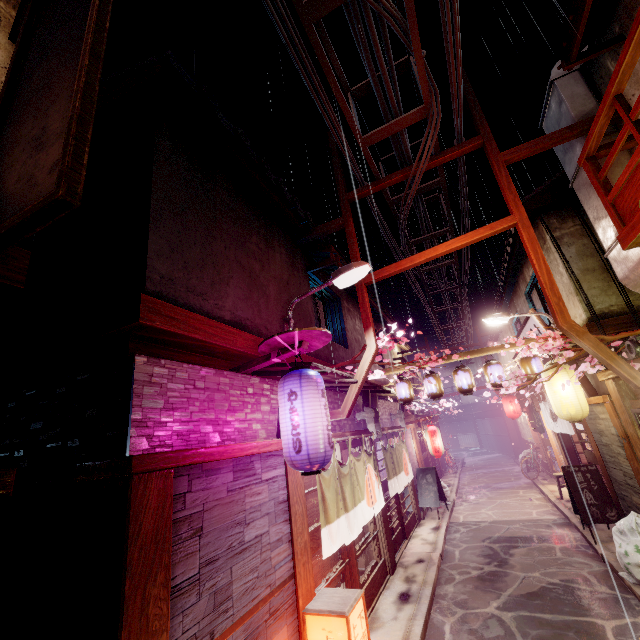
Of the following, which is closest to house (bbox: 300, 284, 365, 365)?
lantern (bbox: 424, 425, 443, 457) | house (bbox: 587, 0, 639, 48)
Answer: house (bbox: 587, 0, 639, 48)

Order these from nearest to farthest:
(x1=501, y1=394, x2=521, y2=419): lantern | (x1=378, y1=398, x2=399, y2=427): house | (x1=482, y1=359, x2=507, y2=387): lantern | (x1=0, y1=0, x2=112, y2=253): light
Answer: (x1=0, y1=0, x2=112, y2=253): light → (x1=482, y1=359, x2=507, y2=387): lantern → (x1=378, y1=398, x2=399, y2=427): house → (x1=501, y1=394, x2=521, y2=419): lantern

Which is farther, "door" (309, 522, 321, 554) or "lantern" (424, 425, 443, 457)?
"lantern" (424, 425, 443, 457)

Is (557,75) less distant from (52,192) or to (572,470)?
(52,192)

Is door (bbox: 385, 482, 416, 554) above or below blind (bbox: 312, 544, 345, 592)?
below

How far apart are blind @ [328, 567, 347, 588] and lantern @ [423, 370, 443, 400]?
8.22m

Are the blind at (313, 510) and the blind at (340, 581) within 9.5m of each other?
yes

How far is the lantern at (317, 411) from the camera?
6.3 meters
